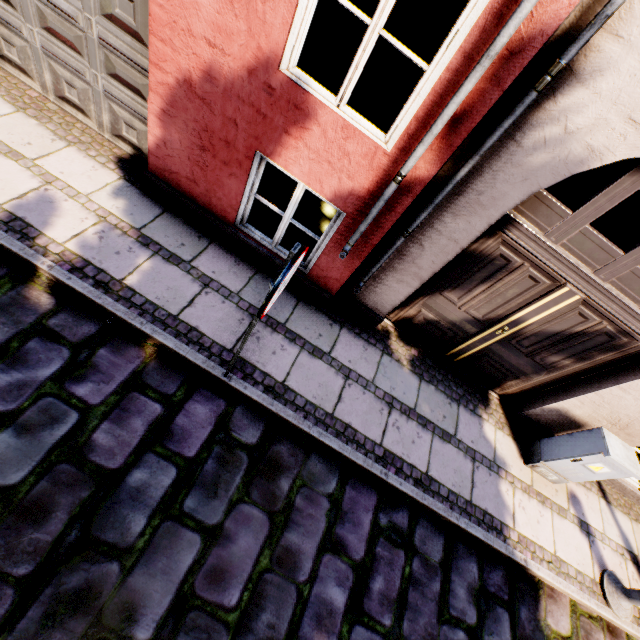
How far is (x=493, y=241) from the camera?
3.4 meters

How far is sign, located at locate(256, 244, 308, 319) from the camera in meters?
1.7 m

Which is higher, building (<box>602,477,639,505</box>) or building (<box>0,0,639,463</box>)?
building (<box>0,0,639,463</box>)

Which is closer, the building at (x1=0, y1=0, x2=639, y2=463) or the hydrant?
the building at (x1=0, y1=0, x2=639, y2=463)

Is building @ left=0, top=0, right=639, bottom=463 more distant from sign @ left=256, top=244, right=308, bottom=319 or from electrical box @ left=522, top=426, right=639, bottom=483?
sign @ left=256, top=244, right=308, bottom=319

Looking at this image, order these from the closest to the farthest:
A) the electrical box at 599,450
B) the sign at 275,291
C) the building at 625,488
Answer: the sign at 275,291, the electrical box at 599,450, the building at 625,488

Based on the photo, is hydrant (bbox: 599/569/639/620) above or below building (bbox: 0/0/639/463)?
below

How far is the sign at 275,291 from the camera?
1.7 meters
